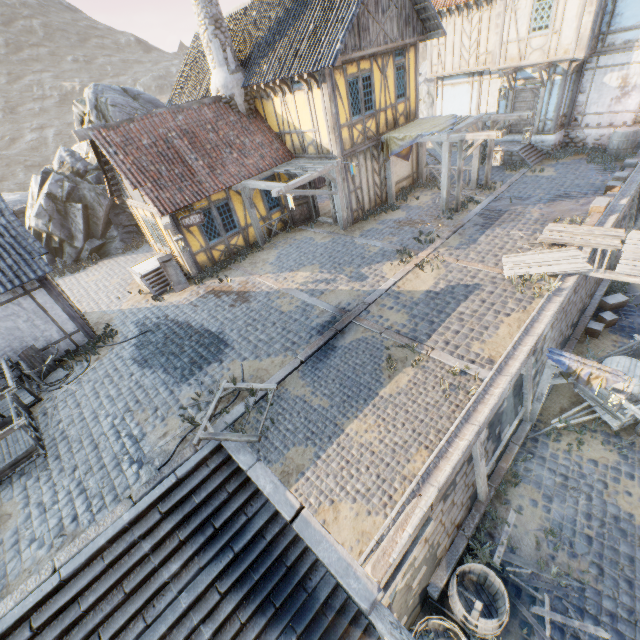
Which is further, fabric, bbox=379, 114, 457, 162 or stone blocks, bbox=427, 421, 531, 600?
fabric, bbox=379, 114, 457, 162

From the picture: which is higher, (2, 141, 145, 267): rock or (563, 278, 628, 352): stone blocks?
(2, 141, 145, 267): rock

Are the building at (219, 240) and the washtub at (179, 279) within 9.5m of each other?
yes

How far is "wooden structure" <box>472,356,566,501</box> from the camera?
6.97m

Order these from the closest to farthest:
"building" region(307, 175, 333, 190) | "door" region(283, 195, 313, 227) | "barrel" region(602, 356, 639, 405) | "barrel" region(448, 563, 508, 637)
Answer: "barrel" region(448, 563, 508, 637), "barrel" region(602, 356, 639, 405), "building" region(307, 175, 333, 190), "door" region(283, 195, 313, 227)

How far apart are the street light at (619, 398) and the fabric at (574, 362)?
0.3 meters

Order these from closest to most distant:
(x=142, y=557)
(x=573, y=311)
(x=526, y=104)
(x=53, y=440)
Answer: (x=142, y=557), (x=53, y=440), (x=573, y=311), (x=526, y=104)

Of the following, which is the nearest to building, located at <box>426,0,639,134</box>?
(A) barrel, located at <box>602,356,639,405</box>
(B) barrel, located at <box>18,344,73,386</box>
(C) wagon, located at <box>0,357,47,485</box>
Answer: (A) barrel, located at <box>602,356,639,405</box>
